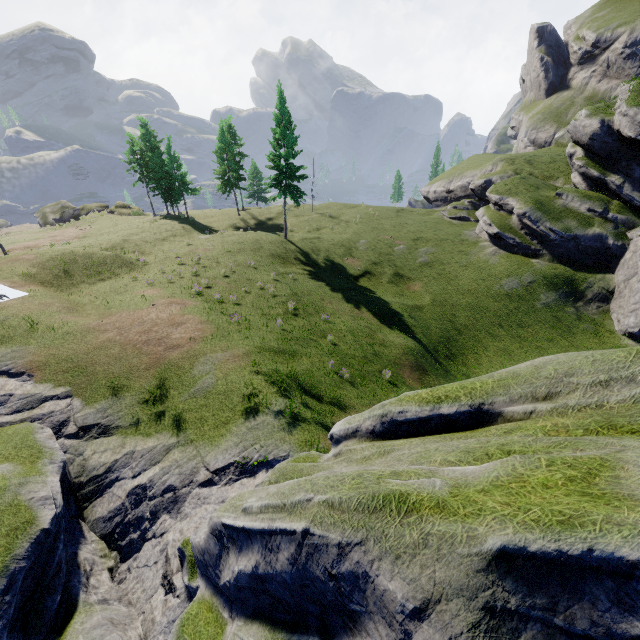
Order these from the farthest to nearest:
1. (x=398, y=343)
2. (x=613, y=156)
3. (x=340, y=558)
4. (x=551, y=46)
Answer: (x=551, y=46) < (x=613, y=156) < (x=398, y=343) < (x=340, y=558)
